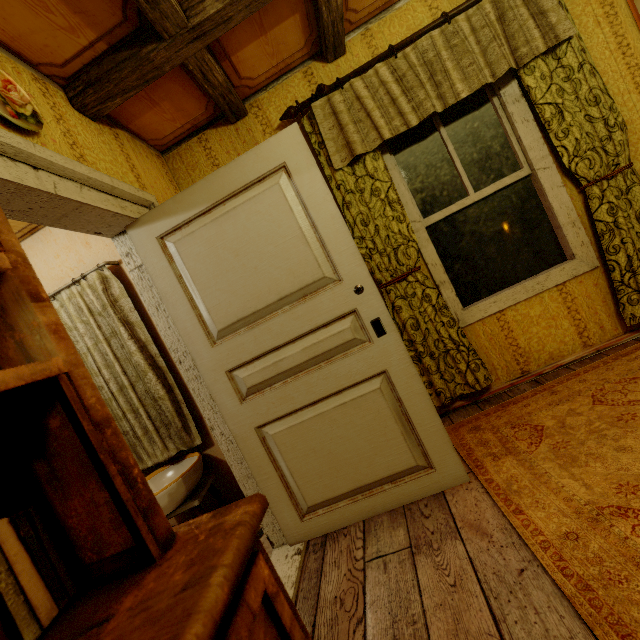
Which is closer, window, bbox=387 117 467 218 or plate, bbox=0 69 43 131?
plate, bbox=0 69 43 131

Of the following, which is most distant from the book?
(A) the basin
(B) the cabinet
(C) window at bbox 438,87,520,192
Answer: (C) window at bbox 438,87,520,192

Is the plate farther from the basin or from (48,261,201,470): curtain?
the basin

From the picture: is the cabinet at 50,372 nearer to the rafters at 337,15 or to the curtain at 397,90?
the rafters at 337,15

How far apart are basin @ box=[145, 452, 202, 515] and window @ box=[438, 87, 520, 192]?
2.4m

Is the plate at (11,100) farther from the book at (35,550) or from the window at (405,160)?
the window at (405,160)

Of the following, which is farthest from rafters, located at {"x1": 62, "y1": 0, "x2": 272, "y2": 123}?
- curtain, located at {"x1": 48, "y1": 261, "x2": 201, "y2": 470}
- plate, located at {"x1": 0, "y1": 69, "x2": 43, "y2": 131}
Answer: curtain, located at {"x1": 48, "y1": 261, "x2": 201, "y2": 470}

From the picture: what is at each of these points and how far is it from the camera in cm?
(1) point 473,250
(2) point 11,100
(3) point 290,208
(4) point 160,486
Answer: (1) window, 249
(2) plate, 135
(3) door, 168
(4) basin, 276
